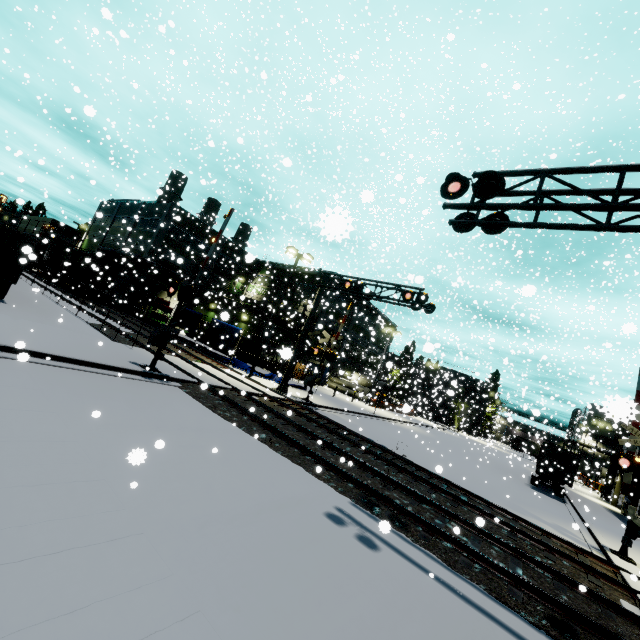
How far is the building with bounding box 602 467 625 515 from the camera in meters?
31.0

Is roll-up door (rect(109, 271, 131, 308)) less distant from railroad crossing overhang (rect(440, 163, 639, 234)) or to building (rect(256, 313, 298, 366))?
building (rect(256, 313, 298, 366))

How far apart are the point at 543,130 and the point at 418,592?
30.2m

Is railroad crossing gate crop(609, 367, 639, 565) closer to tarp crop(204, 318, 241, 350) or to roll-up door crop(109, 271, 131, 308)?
tarp crop(204, 318, 241, 350)

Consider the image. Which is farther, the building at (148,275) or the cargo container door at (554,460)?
the building at (148,275)

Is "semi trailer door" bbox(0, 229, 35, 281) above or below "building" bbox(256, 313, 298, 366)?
below

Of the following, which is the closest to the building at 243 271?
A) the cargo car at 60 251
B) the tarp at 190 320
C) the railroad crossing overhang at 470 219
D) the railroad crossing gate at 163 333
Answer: the cargo car at 60 251
